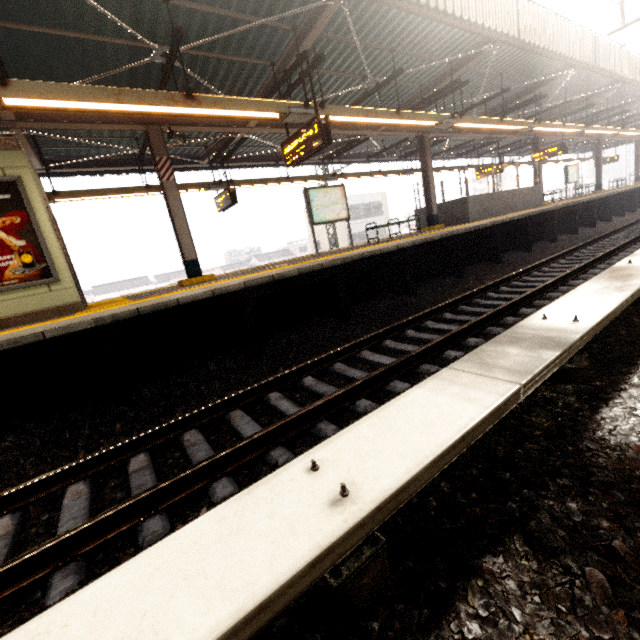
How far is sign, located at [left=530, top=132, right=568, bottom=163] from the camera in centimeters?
1500cm

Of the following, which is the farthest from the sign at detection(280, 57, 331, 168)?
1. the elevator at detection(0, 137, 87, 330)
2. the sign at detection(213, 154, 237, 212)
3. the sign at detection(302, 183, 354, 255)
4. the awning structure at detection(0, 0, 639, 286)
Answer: the elevator at detection(0, 137, 87, 330)

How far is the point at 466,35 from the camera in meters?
7.7 m

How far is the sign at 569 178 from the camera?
20.1m

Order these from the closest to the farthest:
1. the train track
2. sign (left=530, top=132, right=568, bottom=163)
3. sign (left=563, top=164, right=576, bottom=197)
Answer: the train track
sign (left=530, top=132, right=568, bottom=163)
sign (left=563, top=164, right=576, bottom=197)

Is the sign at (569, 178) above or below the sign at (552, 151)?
below

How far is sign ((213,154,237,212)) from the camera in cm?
1034

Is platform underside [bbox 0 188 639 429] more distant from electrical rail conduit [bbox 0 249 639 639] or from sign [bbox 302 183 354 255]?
electrical rail conduit [bbox 0 249 639 639]
